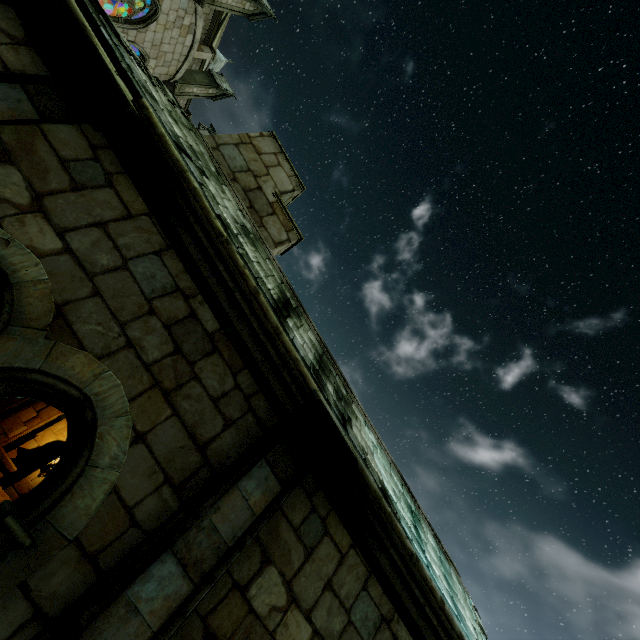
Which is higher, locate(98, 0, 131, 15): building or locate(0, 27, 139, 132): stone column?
locate(98, 0, 131, 15): building

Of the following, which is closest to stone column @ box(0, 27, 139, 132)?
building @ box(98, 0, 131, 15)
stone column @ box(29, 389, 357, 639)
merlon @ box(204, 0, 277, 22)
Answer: stone column @ box(29, 389, 357, 639)

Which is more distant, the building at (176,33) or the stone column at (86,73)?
the building at (176,33)

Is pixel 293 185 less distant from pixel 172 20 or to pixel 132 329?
pixel 132 329

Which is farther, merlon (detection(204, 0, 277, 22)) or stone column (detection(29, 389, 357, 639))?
merlon (detection(204, 0, 277, 22))

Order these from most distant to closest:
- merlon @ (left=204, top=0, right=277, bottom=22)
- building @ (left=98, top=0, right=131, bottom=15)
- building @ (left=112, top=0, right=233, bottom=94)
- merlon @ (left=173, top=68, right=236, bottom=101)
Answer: merlon @ (left=173, top=68, right=236, bottom=101), building @ (left=98, top=0, right=131, bottom=15), merlon @ (left=204, top=0, right=277, bottom=22), building @ (left=112, top=0, right=233, bottom=94)

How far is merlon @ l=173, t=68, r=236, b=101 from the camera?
21.03m

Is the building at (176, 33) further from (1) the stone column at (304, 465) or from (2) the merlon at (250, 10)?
(1) the stone column at (304, 465)
